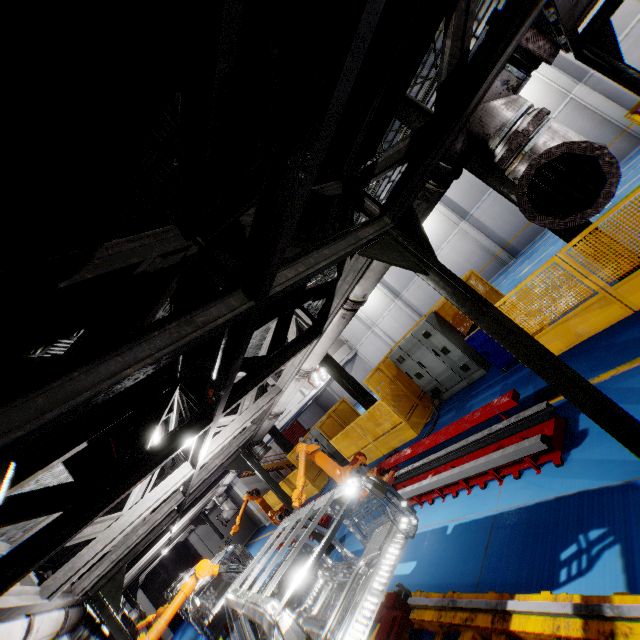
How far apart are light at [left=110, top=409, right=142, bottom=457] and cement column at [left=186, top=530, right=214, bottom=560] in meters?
22.2

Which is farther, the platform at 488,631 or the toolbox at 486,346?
the toolbox at 486,346

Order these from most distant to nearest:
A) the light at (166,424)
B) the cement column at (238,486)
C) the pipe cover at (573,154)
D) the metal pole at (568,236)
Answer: the cement column at (238,486)
the metal pole at (568,236)
the light at (166,424)
the pipe cover at (573,154)

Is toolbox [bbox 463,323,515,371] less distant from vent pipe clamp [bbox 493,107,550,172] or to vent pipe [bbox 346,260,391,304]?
vent pipe [bbox 346,260,391,304]

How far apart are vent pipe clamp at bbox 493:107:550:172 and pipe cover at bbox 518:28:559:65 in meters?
0.3

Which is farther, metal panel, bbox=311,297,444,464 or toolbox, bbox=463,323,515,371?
metal panel, bbox=311,297,444,464

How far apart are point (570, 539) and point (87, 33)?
5.1m

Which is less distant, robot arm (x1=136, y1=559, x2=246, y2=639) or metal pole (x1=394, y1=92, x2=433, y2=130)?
robot arm (x1=136, y1=559, x2=246, y2=639)
